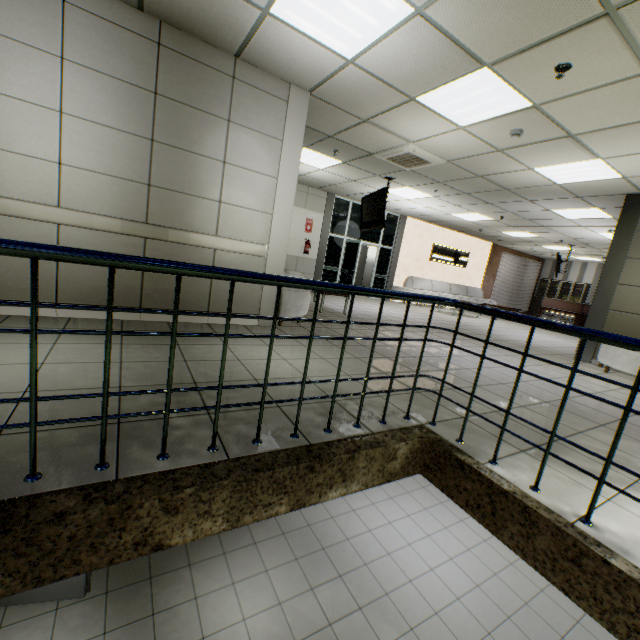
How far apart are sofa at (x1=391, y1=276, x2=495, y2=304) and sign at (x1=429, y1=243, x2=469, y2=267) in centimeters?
76cm

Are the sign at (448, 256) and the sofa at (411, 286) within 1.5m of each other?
yes

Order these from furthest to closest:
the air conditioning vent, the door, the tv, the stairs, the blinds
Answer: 1. the blinds
2. the tv
3. the air conditioning vent
4. the door
5. the stairs

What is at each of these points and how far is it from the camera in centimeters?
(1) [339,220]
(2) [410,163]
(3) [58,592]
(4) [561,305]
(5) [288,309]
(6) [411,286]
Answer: (1) doorway, 1091cm
(2) air conditioning vent, 625cm
(3) door, 390cm
(4) desk, 1427cm
(5) sofa, 501cm
(6) sofa, 1287cm

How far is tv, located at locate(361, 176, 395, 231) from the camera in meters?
7.1 m

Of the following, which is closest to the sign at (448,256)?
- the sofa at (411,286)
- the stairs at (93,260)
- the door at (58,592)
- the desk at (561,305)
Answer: the sofa at (411,286)

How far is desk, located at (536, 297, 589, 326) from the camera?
13.6 meters

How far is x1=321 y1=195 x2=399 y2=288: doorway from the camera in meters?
10.8
